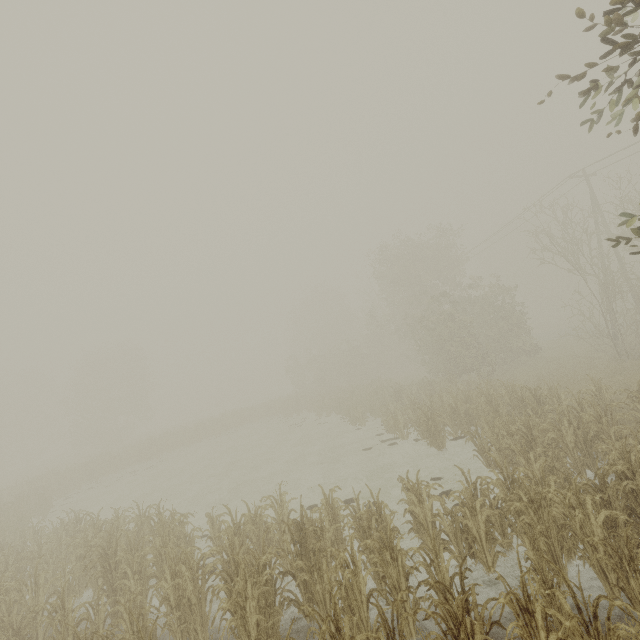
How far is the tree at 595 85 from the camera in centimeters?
386cm

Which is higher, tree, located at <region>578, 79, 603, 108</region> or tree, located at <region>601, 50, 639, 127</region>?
tree, located at <region>578, 79, 603, 108</region>

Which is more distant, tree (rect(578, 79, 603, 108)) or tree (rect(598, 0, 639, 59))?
tree (rect(578, 79, 603, 108))

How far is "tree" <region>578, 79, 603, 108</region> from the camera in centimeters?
386cm

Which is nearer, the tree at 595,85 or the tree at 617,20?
the tree at 617,20

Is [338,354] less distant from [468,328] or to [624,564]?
[468,328]

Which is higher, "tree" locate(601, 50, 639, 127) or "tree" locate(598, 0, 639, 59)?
"tree" locate(598, 0, 639, 59)
